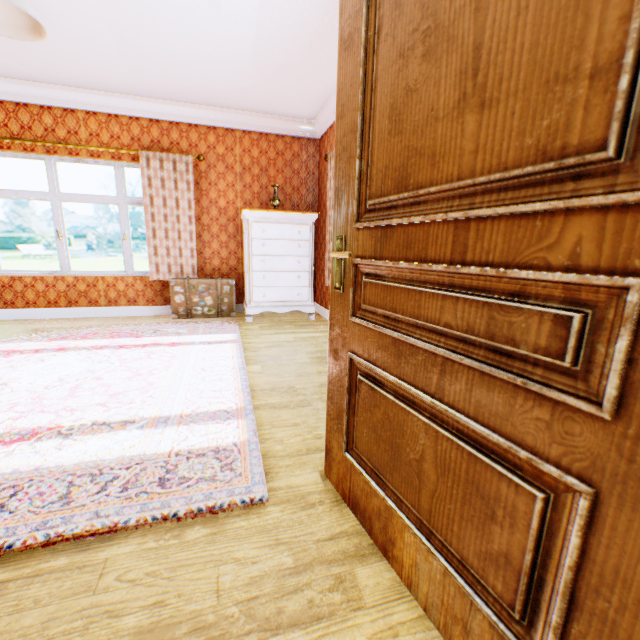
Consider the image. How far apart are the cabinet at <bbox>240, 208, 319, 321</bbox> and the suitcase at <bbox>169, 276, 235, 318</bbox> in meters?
0.2

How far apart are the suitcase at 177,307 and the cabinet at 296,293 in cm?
21

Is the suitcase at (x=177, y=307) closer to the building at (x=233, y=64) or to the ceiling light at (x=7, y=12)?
the building at (x=233, y=64)

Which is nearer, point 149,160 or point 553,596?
point 553,596

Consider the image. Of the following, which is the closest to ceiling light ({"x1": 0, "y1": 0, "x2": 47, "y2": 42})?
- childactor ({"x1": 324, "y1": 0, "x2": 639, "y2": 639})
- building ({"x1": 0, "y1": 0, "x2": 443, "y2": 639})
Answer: building ({"x1": 0, "y1": 0, "x2": 443, "y2": 639})

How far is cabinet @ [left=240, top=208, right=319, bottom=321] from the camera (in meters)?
4.80

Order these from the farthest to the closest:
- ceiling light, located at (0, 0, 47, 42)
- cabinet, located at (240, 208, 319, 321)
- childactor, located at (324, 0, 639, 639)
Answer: cabinet, located at (240, 208, 319, 321) → ceiling light, located at (0, 0, 47, 42) → childactor, located at (324, 0, 639, 639)

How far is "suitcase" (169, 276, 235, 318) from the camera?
4.97m
